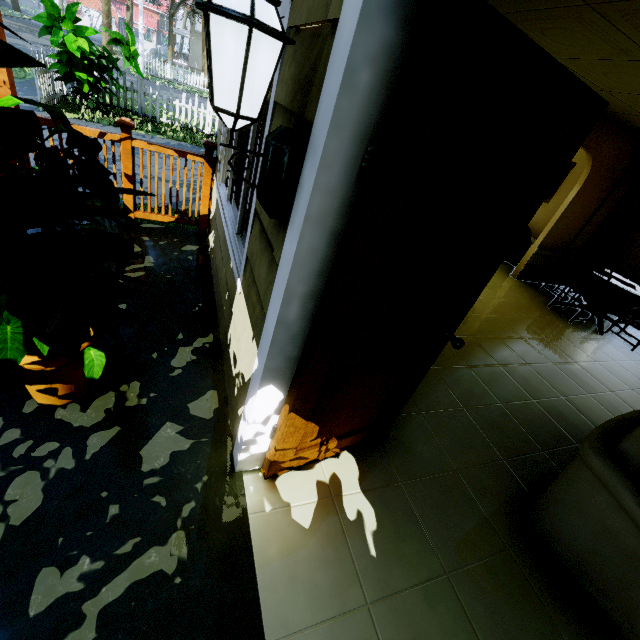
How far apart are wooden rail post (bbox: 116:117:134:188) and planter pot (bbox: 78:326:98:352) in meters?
2.4 m

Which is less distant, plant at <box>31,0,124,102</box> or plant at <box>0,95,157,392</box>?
plant at <box>0,95,157,392</box>

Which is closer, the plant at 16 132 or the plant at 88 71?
the plant at 16 132

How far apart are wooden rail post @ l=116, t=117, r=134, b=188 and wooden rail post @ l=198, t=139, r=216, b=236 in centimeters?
69cm

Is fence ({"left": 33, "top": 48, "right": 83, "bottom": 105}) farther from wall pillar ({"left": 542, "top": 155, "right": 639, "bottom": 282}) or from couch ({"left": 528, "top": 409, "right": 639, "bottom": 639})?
wall pillar ({"left": 542, "top": 155, "right": 639, "bottom": 282})

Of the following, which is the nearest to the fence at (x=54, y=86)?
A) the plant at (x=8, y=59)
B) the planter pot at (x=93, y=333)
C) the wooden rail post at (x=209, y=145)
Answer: the plant at (x=8, y=59)

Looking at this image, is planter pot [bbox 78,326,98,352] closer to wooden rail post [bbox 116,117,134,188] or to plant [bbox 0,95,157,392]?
plant [bbox 0,95,157,392]

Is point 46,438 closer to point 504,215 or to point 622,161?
point 504,215
